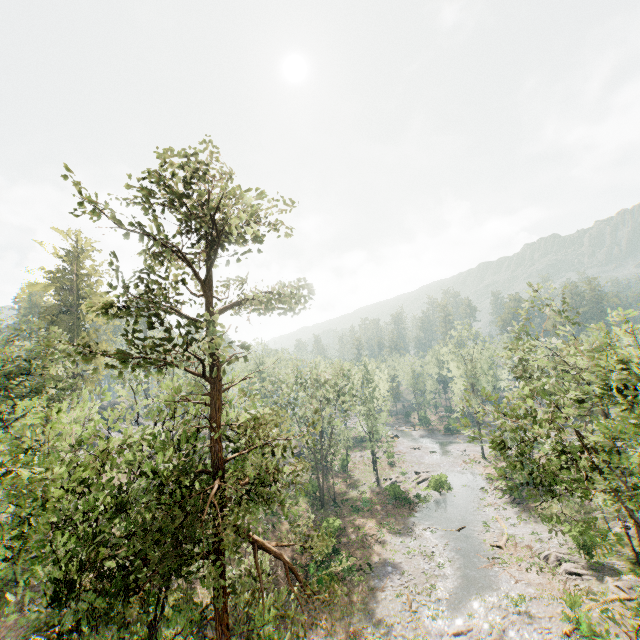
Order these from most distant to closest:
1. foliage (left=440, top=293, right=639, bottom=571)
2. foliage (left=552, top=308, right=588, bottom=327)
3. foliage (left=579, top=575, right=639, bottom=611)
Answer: foliage (left=552, top=308, right=588, bottom=327) < foliage (left=579, top=575, right=639, bottom=611) < foliage (left=440, top=293, right=639, bottom=571)

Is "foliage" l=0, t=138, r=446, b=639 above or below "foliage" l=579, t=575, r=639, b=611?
above

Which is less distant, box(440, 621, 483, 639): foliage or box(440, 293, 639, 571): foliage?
box(440, 293, 639, 571): foliage

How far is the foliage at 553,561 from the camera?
25.4m

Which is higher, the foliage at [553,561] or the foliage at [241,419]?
the foliage at [241,419]

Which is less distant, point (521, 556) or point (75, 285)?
point (521, 556)

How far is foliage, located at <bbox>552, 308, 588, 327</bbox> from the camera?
24.5 meters
